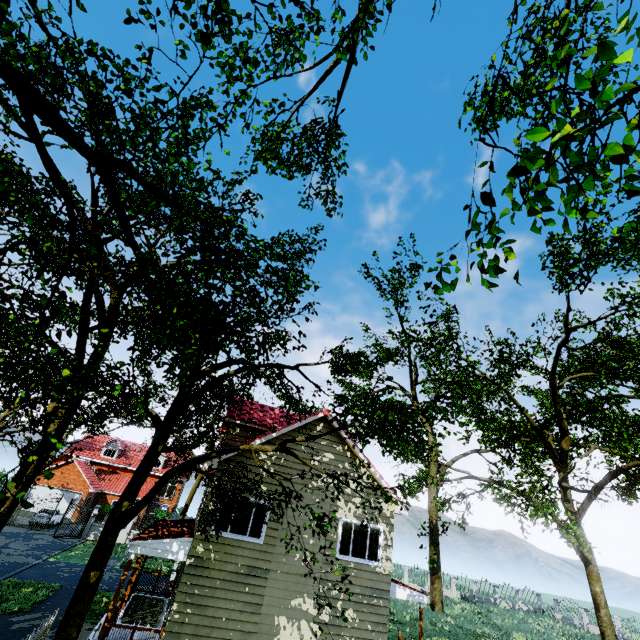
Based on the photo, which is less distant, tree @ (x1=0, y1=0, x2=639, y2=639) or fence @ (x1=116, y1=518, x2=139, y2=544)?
tree @ (x1=0, y1=0, x2=639, y2=639)

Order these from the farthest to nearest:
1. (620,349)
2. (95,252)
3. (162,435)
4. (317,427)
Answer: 1. (620,349)
2. (317,427)
3. (162,435)
4. (95,252)

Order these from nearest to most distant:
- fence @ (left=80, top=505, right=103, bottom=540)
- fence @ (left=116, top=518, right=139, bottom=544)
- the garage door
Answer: fence @ (left=80, top=505, right=103, bottom=540), fence @ (left=116, top=518, right=139, bottom=544), the garage door

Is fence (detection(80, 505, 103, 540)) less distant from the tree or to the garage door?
the tree

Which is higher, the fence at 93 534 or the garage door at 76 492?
the garage door at 76 492

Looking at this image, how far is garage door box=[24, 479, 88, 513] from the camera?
34.2m

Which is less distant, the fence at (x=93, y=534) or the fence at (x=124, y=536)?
the fence at (x=93, y=534)

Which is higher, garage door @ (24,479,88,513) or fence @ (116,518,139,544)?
garage door @ (24,479,88,513)
